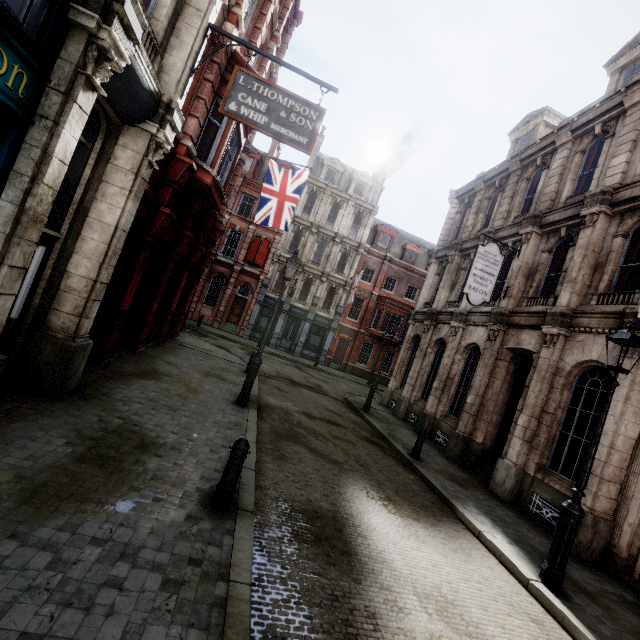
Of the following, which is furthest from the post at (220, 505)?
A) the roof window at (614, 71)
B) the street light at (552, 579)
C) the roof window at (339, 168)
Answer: the roof window at (339, 168)

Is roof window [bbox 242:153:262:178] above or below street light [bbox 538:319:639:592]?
above

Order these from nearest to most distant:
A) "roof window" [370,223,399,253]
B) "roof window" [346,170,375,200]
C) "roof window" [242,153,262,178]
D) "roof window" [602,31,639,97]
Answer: "roof window" [602,31,639,97] → "roof window" [242,153,262,178] → "roof window" [346,170,375,200] → "roof window" [370,223,399,253]

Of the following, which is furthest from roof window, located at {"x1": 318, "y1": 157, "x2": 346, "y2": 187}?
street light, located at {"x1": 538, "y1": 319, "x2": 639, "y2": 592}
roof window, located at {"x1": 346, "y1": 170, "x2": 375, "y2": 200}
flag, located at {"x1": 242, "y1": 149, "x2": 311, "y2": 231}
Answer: street light, located at {"x1": 538, "y1": 319, "x2": 639, "y2": 592}

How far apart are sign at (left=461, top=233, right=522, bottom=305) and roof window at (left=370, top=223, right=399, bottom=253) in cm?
2092

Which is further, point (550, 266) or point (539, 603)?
point (550, 266)

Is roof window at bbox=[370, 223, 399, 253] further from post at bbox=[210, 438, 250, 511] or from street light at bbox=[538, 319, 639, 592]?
post at bbox=[210, 438, 250, 511]

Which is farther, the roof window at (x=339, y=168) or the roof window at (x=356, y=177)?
the roof window at (x=356, y=177)
